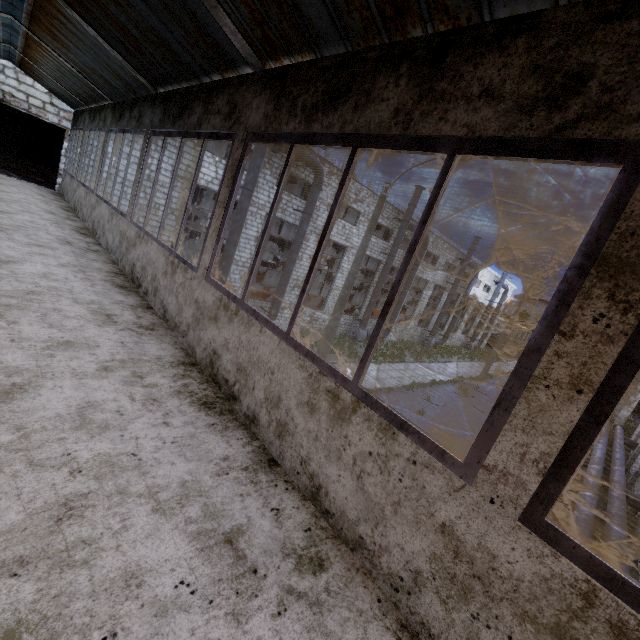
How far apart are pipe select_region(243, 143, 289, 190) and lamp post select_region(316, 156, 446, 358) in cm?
698

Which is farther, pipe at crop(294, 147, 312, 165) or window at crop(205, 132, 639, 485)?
pipe at crop(294, 147, 312, 165)

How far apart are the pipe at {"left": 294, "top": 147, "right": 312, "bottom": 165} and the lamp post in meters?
6.9

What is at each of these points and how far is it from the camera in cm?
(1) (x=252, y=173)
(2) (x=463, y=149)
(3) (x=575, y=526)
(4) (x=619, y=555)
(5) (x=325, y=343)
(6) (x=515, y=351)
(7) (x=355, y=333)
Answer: (1) pipe, 1522
(2) window, 164
(3) pipe, 966
(4) pipe, 893
(5) lamp post, 1191
(6) truck, 5806
(7) fan motor, 2633

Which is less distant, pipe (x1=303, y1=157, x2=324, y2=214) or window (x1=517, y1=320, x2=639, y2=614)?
window (x1=517, y1=320, x2=639, y2=614)

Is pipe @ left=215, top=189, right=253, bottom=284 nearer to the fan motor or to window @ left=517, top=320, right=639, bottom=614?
the fan motor

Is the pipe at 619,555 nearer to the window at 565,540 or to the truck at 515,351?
the window at 565,540

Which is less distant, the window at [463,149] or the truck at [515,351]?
the window at [463,149]
